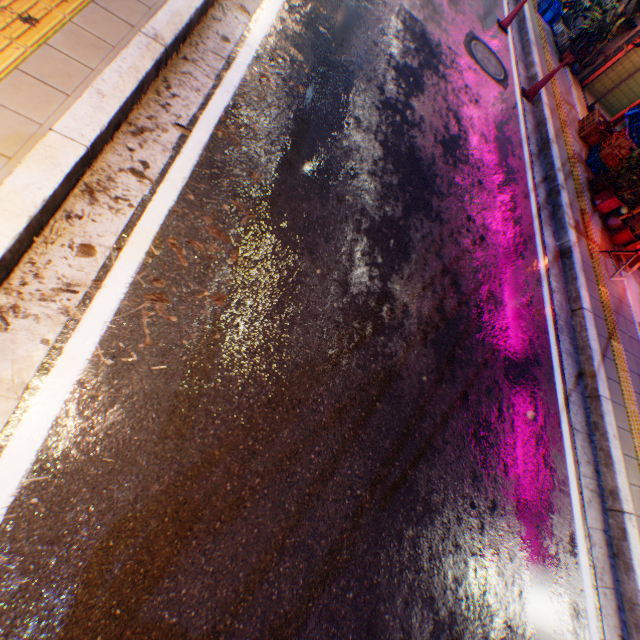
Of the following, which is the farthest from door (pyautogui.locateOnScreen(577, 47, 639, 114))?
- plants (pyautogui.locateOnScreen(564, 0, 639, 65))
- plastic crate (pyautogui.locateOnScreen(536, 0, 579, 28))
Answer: plastic crate (pyautogui.locateOnScreen(536, 0, 579, 28))

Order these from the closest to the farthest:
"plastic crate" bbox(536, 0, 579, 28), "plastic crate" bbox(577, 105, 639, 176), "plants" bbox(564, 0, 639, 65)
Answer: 1. "plastic crate" bbox(577, 105, 639, 176)
2. "plants" bbox(564, 0, 639, 65)
3. "plastic crate" bbox(536, 0, 579, 28)

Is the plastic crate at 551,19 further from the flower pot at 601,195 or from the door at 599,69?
the flower pot at 601,195

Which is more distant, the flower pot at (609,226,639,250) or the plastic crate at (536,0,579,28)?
the plastic crate at (536,0,579,28)

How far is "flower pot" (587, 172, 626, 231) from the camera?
6.33m

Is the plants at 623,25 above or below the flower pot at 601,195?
above

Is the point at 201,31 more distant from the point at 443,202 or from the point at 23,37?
the point at 443,202

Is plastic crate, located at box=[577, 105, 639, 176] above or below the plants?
below
